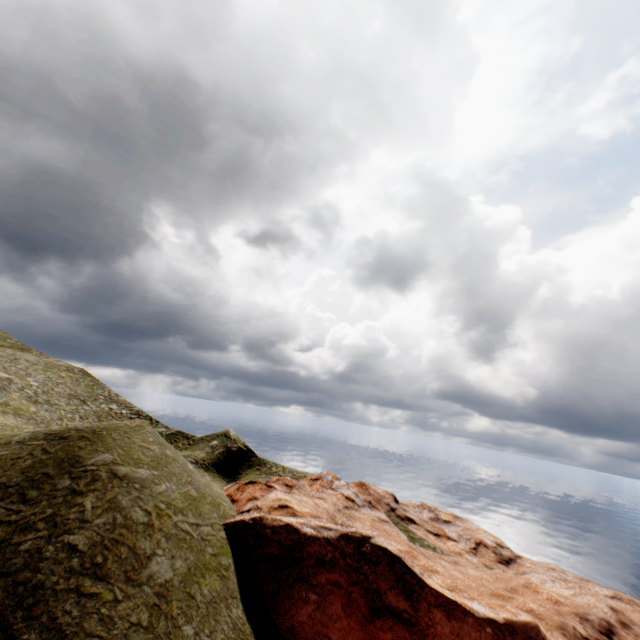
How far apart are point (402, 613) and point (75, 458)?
20.5m
